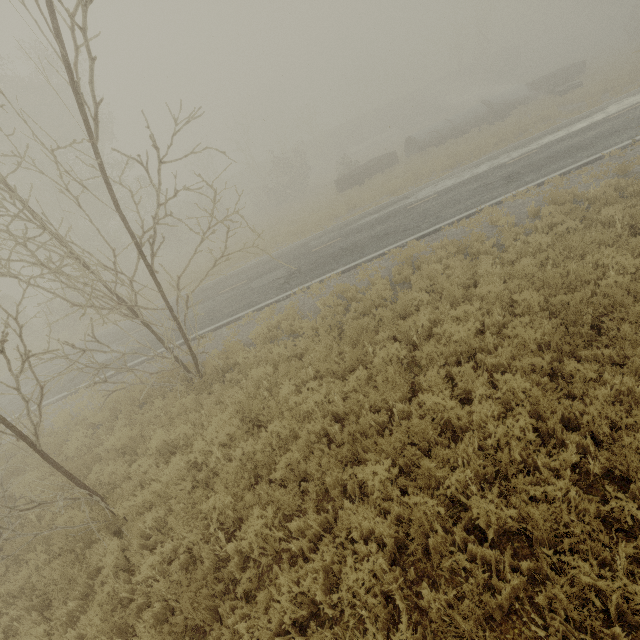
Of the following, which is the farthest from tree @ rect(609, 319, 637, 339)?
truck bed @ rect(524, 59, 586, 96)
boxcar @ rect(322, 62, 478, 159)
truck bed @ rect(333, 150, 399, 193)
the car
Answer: boxcar @ rect(322, 62, 478, 159)

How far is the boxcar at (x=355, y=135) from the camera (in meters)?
52.22

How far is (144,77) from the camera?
17.5 meters

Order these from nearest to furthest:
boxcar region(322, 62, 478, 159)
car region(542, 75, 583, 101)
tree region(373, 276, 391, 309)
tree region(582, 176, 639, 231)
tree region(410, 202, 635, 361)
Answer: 1. tree region(410, 202, 635, 361)
2. tree region(582, 176, 639, 231)
3. tree region(373, 276, 391, 309)
4. car region(542, 75, 583, 101)
5. boxcar region(322, 62, 478, 159)

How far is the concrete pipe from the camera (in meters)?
27.66

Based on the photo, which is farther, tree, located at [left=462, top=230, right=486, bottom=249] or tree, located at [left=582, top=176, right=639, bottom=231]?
tree, located at [left=462, top=230, right=486, bottom=249]

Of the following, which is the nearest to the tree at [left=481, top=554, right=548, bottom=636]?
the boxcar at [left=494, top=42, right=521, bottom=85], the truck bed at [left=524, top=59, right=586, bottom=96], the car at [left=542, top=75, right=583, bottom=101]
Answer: the car at [left=542, top=75, right=583, bottom=101]

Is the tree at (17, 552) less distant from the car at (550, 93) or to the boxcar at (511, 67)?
the car at (550, 93)
